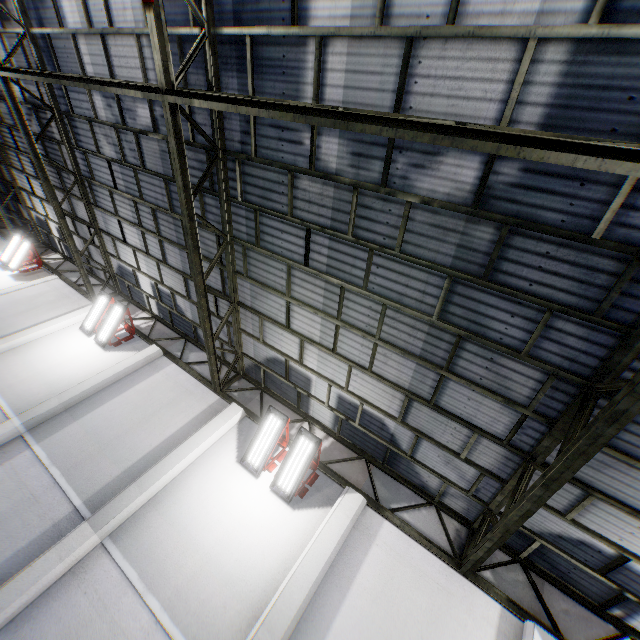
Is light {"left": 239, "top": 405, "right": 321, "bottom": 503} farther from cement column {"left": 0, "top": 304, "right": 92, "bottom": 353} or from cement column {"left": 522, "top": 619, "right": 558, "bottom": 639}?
cement column {"left": 0, "top": 304, "right": 92, "bottom": 353}

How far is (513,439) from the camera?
5.80m

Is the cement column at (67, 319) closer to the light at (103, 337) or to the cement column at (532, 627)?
the light at (103, 337)

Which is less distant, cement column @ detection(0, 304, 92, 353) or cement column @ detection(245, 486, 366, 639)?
cement column @ detection(245, 486, 366, 639)

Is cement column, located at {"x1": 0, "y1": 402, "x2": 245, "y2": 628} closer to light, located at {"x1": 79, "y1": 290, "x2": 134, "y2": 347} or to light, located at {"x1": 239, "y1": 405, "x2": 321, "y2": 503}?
light, located at {"x1": 239, "y1": 405, "x2": 321, "y2": 503}

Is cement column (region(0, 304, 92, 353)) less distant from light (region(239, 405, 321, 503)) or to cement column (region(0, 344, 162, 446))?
cement column (region(0, 344, 162, 446))

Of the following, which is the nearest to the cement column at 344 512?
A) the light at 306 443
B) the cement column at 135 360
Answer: the light at 306 443

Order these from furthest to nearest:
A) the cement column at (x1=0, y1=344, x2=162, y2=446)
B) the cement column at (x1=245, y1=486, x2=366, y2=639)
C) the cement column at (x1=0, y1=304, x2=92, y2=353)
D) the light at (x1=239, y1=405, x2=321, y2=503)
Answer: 1. the cement column at (x1=0, y1=304, x2=92, y2=353)
2. the cement column at (x1=0, y1=344, x2=162, y2=446)
3. the light at (x1=239, y1=405, x2=321, y2=503)
4. the cement column at (x1=245, y1=486, x2=366, y2=639)
